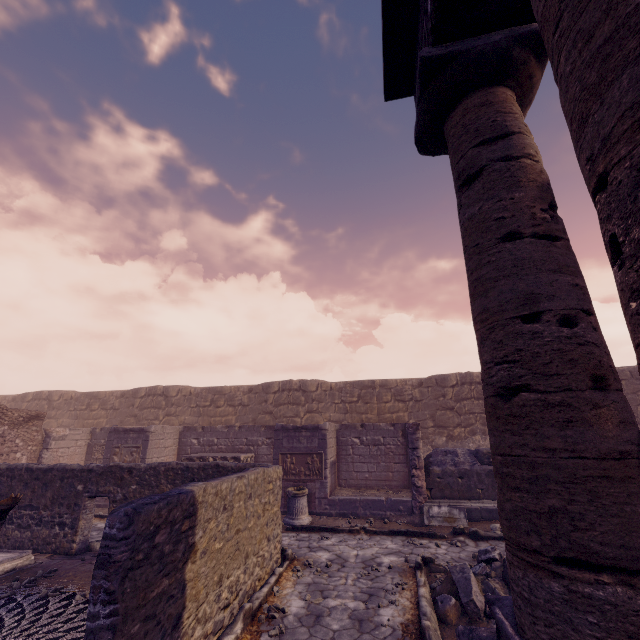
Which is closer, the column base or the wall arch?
the column base

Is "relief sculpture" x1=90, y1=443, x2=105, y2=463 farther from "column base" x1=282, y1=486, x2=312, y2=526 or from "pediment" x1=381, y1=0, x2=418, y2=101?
"pediment" x1=381, y1=0, x2=418, y2=101

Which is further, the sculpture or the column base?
the column base

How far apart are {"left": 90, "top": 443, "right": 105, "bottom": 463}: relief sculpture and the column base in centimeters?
825cm

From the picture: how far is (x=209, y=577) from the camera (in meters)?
4.07

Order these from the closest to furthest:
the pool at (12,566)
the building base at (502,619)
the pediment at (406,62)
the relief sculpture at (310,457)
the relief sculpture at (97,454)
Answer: the building base at (502,619) < the pediment at (406,62) < the pool at (12,566) < the relief sculpture at (310,457) < the relief sculpture at (97,454)

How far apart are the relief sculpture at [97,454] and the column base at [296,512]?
8.25m

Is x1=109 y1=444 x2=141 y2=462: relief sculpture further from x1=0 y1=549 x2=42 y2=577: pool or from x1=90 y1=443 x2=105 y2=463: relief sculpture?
x1=0 y1=549 x2=42 y2=577: pool
